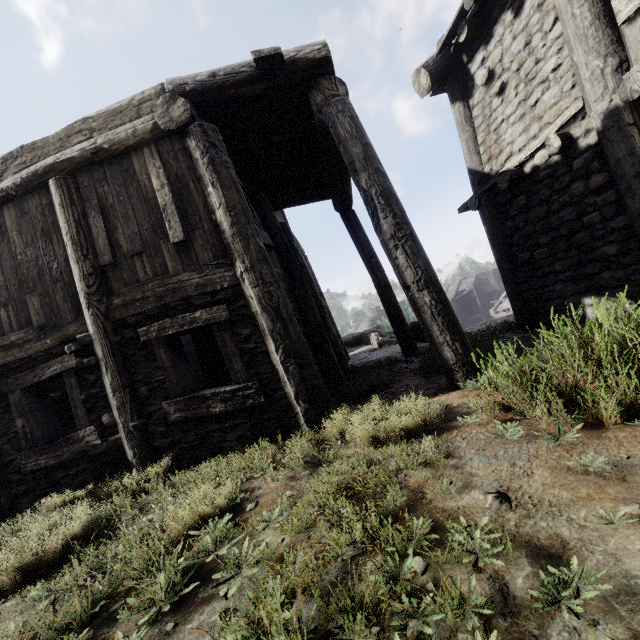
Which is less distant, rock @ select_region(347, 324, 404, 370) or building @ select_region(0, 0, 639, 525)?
building @ select_region(0, 0, 639, 525)

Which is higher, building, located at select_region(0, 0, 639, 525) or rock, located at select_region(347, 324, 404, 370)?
building, located at select_region(0, 0, 639, 525)

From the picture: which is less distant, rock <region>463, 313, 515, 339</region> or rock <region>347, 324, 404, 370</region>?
rock <region>463, 313, 515, 339</region>

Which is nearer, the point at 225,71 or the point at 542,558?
the point at 542,558

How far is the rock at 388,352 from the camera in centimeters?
786cm

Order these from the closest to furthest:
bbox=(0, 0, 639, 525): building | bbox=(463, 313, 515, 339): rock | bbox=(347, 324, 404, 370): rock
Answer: bbox=(0, 0, 639, 525): building, bbox=(463, 313, 515, 339): rock, bbox=(347, 324, 404, 370): rock
